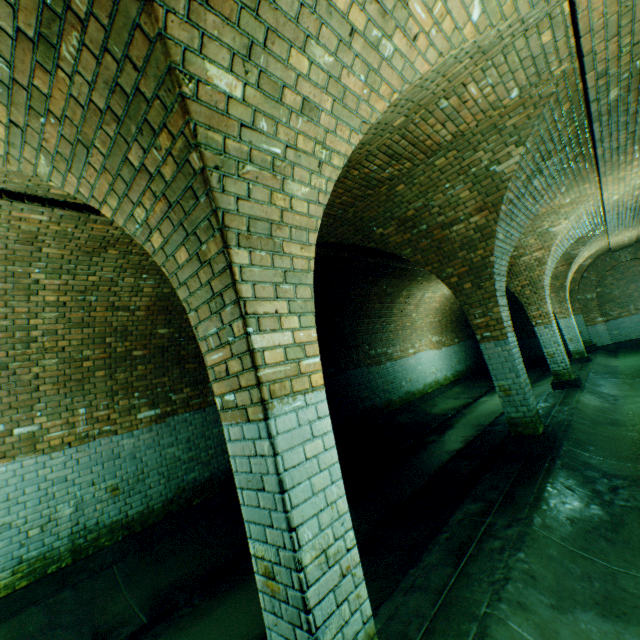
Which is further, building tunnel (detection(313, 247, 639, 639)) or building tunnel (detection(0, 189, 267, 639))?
building tunnel (detection(0, 189, 267, 639))

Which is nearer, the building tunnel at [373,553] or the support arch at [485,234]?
the support arch at [485,234]

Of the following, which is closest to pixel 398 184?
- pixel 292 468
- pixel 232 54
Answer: pixel 232 54

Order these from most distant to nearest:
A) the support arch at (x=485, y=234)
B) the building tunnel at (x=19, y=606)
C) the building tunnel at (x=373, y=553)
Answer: the building tunnel at (x=19, y=606)
the building tunnel at (x=373, y=553)
the support arch at (x=485, y=234)

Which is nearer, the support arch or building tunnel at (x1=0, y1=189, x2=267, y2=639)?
the support arch

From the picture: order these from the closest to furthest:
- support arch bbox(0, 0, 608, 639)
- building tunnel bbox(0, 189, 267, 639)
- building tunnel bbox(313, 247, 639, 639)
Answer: support arch bbox(0, 0, 608, 639) → building tunnel bbox(313, 247, 639, 639) → building tunnel bbox(0, 189, 267, 639)
